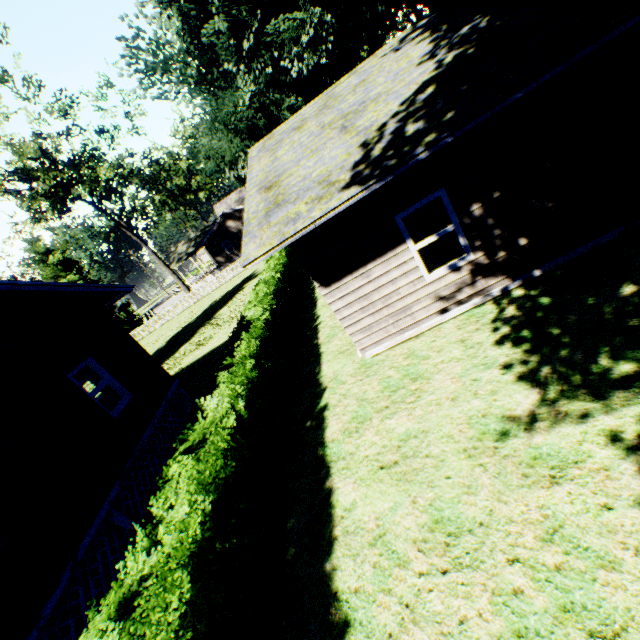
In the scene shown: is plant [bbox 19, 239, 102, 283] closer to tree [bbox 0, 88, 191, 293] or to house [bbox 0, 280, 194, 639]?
house [bbox 0, 280, 194, 639]

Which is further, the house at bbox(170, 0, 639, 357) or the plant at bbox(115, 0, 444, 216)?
the plant at bbox(115, 0, 444, 216)

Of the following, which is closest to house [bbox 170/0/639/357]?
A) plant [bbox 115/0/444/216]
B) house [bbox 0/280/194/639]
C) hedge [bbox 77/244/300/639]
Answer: hedge [bbox 77/244/300/639]

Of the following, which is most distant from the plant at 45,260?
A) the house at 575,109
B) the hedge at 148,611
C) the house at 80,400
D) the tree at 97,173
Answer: the hedge at 148,611

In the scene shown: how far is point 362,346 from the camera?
7.65m

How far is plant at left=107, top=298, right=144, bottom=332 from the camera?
41.2m

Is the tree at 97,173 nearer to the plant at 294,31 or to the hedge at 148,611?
the plant at 294,31
